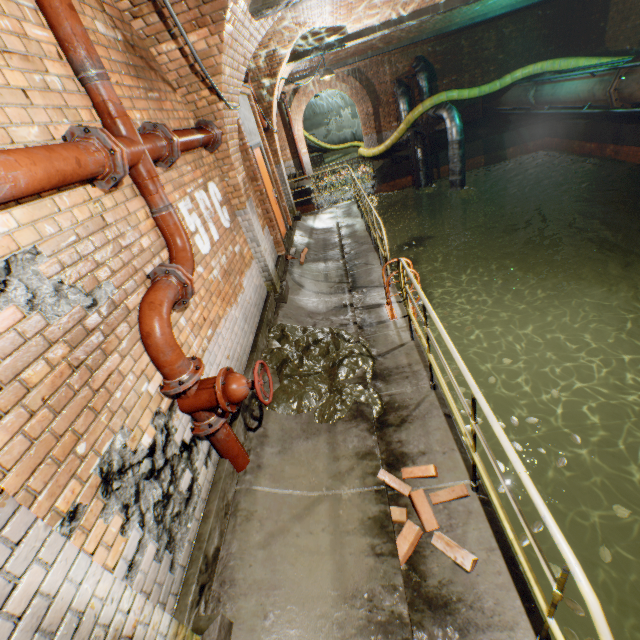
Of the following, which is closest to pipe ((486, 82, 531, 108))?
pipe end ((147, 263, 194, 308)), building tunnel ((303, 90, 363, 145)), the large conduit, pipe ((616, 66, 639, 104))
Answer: the large conduit

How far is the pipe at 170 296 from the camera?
2.3m

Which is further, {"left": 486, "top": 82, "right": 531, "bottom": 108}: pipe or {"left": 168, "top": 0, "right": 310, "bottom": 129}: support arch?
{"left": 486, "top": 82, "right": 531, "bottom": 108}: pipe

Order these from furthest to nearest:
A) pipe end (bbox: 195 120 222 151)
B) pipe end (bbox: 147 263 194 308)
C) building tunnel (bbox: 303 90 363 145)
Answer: building tunnel (bbox: 303 90 363 145), pipe end (bbox: 195 120 222 151), pipe end (bbox: 147 263 194 308)

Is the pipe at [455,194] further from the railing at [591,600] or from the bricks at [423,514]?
the bricks at [423,514]

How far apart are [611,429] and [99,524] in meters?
10.6

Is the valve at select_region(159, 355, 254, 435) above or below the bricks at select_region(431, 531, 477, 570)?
above

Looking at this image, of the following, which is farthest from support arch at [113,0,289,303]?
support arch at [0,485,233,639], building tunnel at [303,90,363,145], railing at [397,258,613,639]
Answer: building tunnel at [303,90,363,145]
